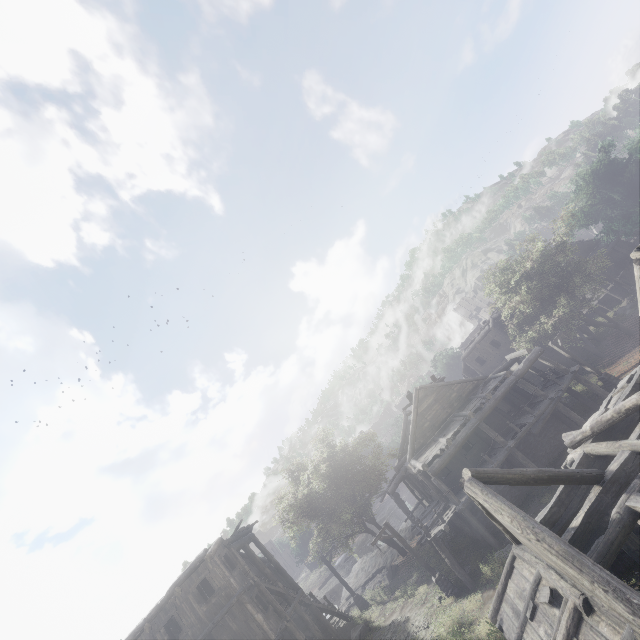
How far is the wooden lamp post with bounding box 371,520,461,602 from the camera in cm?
1714

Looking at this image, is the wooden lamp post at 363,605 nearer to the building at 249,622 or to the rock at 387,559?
the building at 249,622

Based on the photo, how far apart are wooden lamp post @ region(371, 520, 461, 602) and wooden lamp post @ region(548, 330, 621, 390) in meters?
16.1

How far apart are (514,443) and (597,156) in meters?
33.1 m

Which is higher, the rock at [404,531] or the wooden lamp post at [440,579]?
the wooden lamp post at [440,579]

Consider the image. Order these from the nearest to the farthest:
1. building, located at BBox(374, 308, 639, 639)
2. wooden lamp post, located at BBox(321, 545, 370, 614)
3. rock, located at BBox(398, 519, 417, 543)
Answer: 1. building, located at BBox(374, 308, 639, 639)
2. wooden lamp post, located at BBox(321, 545, 370, 614)
3. rock, located at BBox(398, 519, 417, 543)

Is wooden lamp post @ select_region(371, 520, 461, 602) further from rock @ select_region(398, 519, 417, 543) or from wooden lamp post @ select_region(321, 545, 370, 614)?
rock @ select_region(398, 519, 417, 543)

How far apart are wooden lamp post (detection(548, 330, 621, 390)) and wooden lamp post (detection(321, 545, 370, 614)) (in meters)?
23.26
